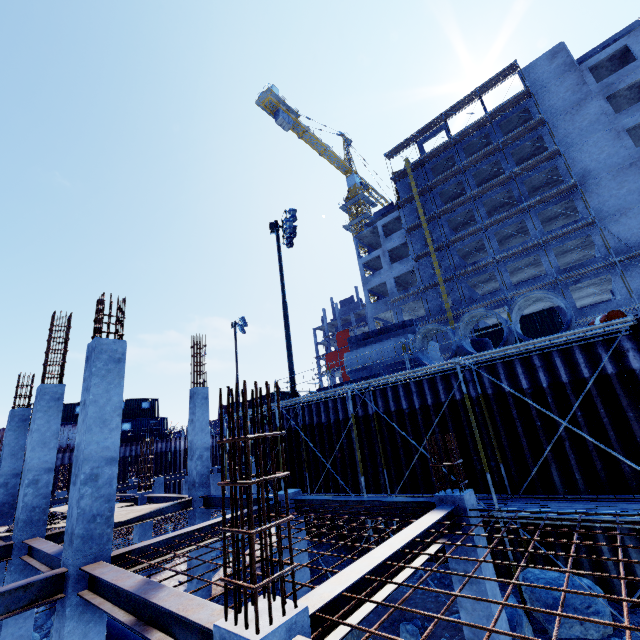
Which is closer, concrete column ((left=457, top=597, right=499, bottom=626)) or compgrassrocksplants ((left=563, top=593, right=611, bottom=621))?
concrete column ((left=457, top=597, right=499, bottom=626))

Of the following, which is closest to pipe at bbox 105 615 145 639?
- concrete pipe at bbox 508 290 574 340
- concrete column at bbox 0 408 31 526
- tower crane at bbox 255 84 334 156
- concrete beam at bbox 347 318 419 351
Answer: concrete column at bbox 0 408 31 526

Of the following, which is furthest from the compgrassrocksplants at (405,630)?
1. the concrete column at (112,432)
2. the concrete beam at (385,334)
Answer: the concrete beam at (385,334)

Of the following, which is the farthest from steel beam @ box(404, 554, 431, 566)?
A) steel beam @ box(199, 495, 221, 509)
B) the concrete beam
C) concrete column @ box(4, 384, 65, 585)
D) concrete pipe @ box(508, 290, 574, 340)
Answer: the concrete beam

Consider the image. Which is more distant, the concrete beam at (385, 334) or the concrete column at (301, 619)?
the concrete beam at (385, 334)

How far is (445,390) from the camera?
11.1 meters

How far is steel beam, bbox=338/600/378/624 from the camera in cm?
352

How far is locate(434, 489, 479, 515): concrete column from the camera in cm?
616
